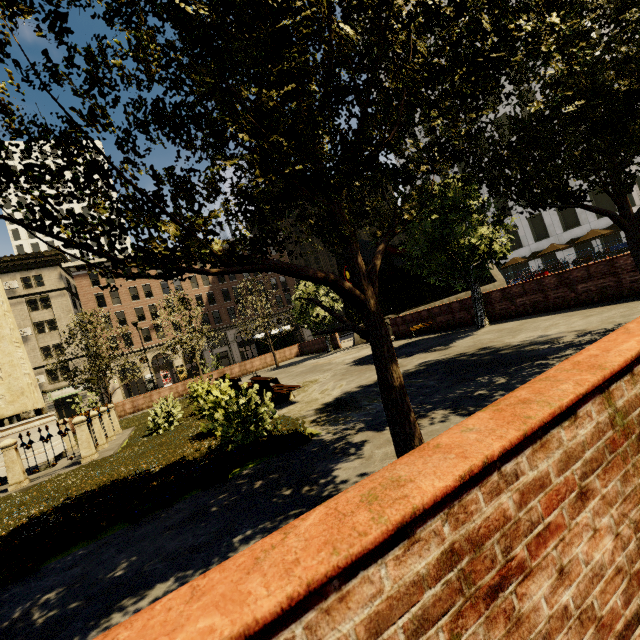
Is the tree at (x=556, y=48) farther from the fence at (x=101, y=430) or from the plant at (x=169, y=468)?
the fence at (x=101, y=430)

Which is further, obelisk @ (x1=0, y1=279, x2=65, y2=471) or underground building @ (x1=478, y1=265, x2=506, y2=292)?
underground building @ (x1=478, y1=265, x2=506, y2=292)

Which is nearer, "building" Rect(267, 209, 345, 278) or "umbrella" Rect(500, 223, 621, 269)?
"umbrella" Rect(500, 223, 621, 269)

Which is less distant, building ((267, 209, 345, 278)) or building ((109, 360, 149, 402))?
building ((109, 360, 149, 402))

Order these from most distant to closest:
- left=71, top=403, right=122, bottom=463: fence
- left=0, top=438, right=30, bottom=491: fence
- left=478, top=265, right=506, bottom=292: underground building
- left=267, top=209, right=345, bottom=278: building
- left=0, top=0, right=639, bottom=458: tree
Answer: left=267, top=209, right=345, bottom=278: building < left=478, top=265, right=506, bottom=292: underground building < left=71, top=403, right=122, bottom=463: fence < left=0, top=438, right=30, bottom=491: fence < left=0, top=0, right=639, bottom=458: tree

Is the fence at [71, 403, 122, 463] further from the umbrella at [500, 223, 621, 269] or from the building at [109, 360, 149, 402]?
the umbrella at [500, 223, 621, 269]

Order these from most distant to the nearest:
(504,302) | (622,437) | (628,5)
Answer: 1. (504,302)
2. (628,5)
3. (622,437)

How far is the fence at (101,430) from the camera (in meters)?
9.72
